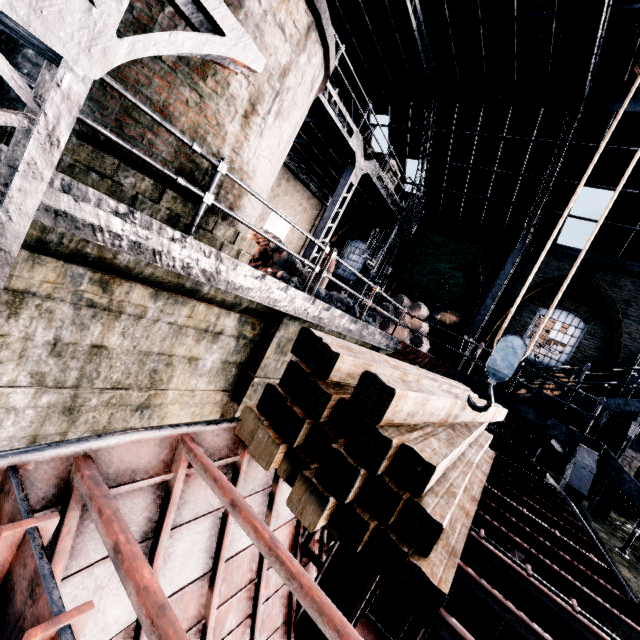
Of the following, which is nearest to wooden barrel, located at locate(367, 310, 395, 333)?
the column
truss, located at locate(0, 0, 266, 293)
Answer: truss, located at locate(0, 0, 266, 293)

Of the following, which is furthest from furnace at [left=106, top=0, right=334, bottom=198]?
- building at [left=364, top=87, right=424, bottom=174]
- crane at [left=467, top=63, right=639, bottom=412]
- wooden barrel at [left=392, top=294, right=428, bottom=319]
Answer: wooden barrel at [left=392, top=294, right=428, bottom=319]

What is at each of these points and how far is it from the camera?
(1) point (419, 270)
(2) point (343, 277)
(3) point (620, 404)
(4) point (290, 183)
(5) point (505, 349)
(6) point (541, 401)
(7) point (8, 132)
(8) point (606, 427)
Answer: (1) cloth, 18.41m
(2) building, 21.27m
(3) stairs, 10.42m
(4) building, 19.67m
(5) crane, 3.59m
(6) stairs, 11.50m
(7) furnace, 3.72m
(8) truss, 12.68m

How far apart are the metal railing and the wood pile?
2.5m

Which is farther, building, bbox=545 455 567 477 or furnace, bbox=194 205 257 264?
building, bbox=545 455 567 477

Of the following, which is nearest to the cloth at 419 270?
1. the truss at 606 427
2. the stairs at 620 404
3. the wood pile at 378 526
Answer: the stairs at 620 404

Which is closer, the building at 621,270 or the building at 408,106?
the building at 621,270

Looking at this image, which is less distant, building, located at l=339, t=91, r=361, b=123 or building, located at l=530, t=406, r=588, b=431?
building, located at l=530, t=406, r=588, b=431
